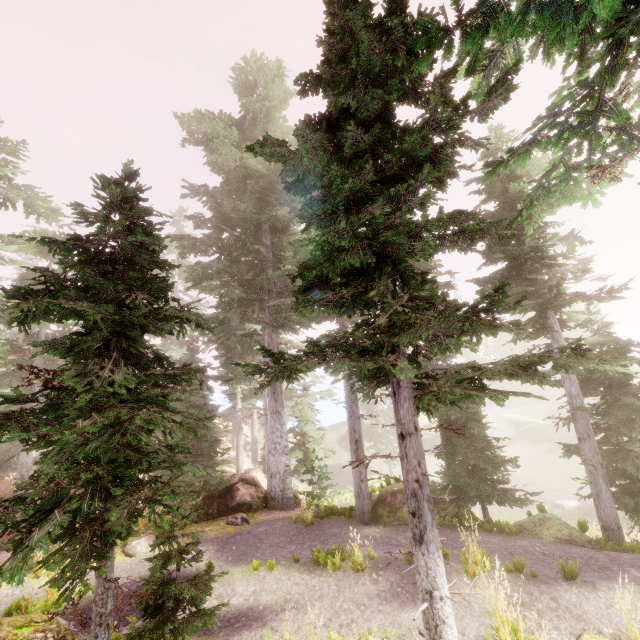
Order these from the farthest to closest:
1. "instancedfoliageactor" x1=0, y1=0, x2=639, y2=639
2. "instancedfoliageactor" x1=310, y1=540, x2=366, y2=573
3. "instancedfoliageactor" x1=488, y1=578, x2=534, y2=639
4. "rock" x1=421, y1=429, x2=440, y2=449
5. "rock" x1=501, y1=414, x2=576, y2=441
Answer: "rock" x1=421, y1=429, x2=440, y2=449, "rock" x1=501, y1=414, x2=576, y2=441, "instancedfoliageactor" x1=310, y1=540, x2=366, y2=573, "instancedfoliageactor" x1=488, y1=578, x2=534, y2=639, "instancedfoliageactor" x1=0, y1=0, x2=639, y2=639

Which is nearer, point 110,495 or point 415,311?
point 415,311

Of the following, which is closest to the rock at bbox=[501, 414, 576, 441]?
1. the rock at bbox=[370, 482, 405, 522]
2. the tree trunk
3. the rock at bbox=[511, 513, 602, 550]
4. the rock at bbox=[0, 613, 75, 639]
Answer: the rock at bbox=[370, 482, 405, 522]

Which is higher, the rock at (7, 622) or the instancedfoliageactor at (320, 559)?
the rock at (7, 622)

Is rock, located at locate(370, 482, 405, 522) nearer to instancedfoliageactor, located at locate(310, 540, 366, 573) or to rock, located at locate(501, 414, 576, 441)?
instancedfoliageactor, located at locate(310, 540, 366, 573)

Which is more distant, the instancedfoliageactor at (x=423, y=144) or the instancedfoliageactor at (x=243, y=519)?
the instancedfoliageactor at (x=243, y=519)

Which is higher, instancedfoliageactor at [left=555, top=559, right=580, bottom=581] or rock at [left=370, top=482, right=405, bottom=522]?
rock at [left=370, top=482, right=405, bottom=522]

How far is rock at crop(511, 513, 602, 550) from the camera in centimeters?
980cm
